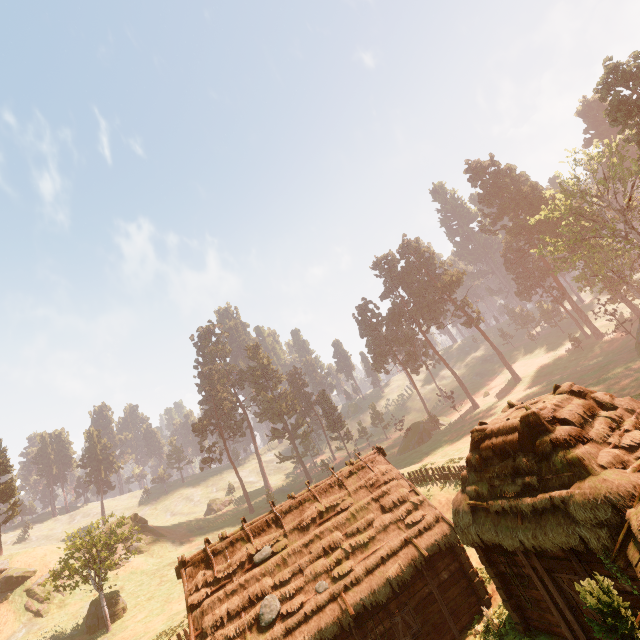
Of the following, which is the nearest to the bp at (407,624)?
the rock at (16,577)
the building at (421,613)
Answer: the building at (421,613)

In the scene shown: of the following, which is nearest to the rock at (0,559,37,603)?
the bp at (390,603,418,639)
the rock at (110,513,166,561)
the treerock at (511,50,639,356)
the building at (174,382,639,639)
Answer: the rock at (110,513,166,561)

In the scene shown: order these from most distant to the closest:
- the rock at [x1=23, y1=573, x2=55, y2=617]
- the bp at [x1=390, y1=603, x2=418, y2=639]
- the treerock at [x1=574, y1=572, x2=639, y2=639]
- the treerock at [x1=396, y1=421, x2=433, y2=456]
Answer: the treerock at [x1=396, y1=421, x2=433, y2=456]
the rock at [x1=23, y1=573, x2=55, y2=617]
the bp at [x1=390, y1=603, x2=418, y2=639]
the treerock at [x1=574, y1=572, x2=639, y2=639]

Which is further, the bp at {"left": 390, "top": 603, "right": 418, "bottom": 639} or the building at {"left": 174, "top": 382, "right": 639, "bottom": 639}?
the bp at {"left": 390, "top": 603, "right": 418, "bottom": 639}

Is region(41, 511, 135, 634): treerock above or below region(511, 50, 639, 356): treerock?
below

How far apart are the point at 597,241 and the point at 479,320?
19.95m

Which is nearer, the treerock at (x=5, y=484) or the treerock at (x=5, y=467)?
the treerock at (x=5, y=484)

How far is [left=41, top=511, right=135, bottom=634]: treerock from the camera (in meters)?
31.16
